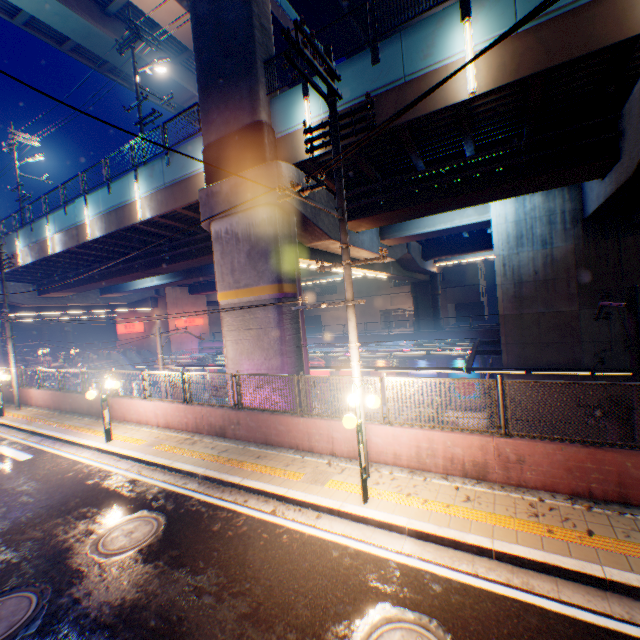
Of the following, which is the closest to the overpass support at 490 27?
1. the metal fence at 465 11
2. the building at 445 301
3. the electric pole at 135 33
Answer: the metal fence at 465 11

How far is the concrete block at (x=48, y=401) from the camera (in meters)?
15.03

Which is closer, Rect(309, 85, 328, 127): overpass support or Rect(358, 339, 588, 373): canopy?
Rect(309, 85, 328, 127): overpass support

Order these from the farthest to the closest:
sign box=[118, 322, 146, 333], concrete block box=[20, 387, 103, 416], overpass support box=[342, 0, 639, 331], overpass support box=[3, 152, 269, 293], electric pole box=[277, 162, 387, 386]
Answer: sign box=[118, 322, 146, 333], concrete block box=[20, 387, 103, 416], overpass support box=[3, 152, 269, 293], overpass support box=[342, 0, 639, 331], electric pole box=[277, 162, 387, 386]

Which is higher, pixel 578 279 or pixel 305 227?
pixel 305 227

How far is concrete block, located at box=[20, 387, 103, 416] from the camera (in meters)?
15.03

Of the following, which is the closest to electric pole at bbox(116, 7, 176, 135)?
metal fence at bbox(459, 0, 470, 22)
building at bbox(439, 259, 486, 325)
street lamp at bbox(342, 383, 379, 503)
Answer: metal fence at bbox(459, 0, 470, 22)

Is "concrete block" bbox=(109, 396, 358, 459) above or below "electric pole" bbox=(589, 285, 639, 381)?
below
